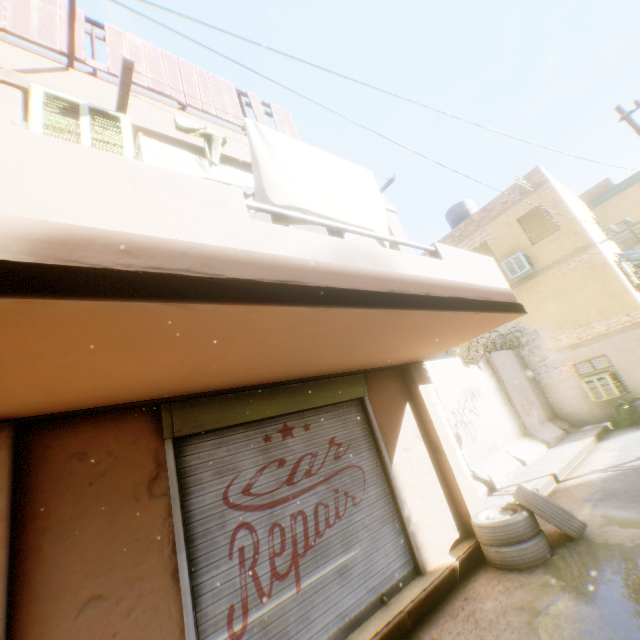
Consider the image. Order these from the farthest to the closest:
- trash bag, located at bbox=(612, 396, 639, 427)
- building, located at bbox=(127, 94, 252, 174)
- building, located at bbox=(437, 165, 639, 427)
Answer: building, located at bbox=(437, 165, 639, 427) < trash bag, located at bbox=(612, 396, 639, 427) < building, located at bbox=(127, 94, 252, 174)

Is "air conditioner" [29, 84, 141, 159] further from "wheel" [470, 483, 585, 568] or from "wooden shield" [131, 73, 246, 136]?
"wheel" [470, 483, 585, 568]

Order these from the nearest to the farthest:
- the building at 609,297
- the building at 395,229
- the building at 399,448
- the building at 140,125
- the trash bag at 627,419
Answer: the building at 399,448, the building at 140,125, the building at 395,229, the trash bag at 627,419, the building at 609,297

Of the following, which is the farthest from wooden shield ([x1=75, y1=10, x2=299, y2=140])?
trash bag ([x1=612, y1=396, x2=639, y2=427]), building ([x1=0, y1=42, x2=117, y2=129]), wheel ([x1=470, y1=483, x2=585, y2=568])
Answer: trash bag ([x1=612, y1=396, x2=639, y2=427])

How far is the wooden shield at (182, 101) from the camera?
4.7 meters

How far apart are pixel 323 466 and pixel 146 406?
2.6 meters

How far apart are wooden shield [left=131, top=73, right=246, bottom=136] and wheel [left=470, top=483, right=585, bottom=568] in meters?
1.8 m

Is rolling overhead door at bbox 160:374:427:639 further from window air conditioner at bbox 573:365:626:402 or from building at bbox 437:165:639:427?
window air conditioner at bbox 573:365:626:402
